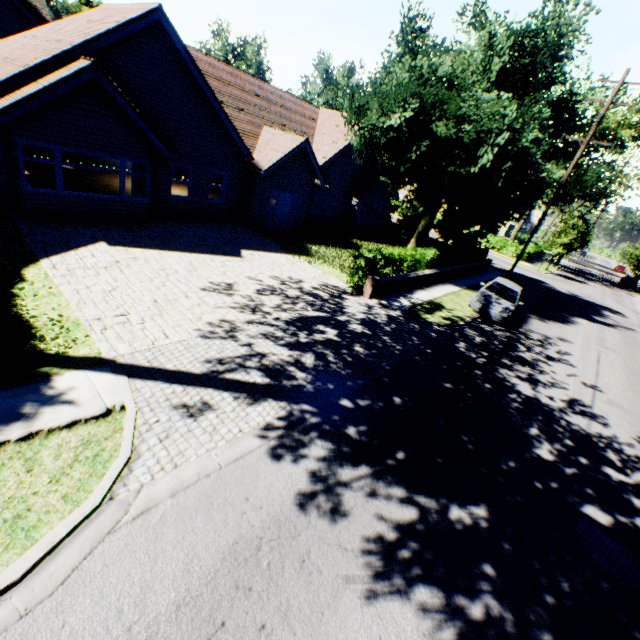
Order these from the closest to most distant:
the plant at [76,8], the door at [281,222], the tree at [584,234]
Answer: the tree at [584,234] < the door at [281,222] < the plant at [76,8]

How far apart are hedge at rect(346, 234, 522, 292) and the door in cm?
883

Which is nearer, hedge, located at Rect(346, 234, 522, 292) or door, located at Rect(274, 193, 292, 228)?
hedge, located at Rect(346, 234, 522, 292)

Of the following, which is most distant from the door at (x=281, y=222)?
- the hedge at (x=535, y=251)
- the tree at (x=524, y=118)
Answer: the hedge at (x=535, y=251)

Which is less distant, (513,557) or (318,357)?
(513,557)

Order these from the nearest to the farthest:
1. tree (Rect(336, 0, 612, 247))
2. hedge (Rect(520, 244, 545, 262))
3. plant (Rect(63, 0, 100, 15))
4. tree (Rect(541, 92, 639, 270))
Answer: tree (Rect(336, 0, 612, 247))
tree (Rect(541, 92, 639, 270))
hedge (Rect(520, 244, 545, 262))
plant (Rect(63, 0, 100, 15))

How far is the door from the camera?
19.4 meters

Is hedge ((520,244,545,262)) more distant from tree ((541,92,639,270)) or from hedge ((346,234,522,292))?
hedge ((346,234,522,292))
